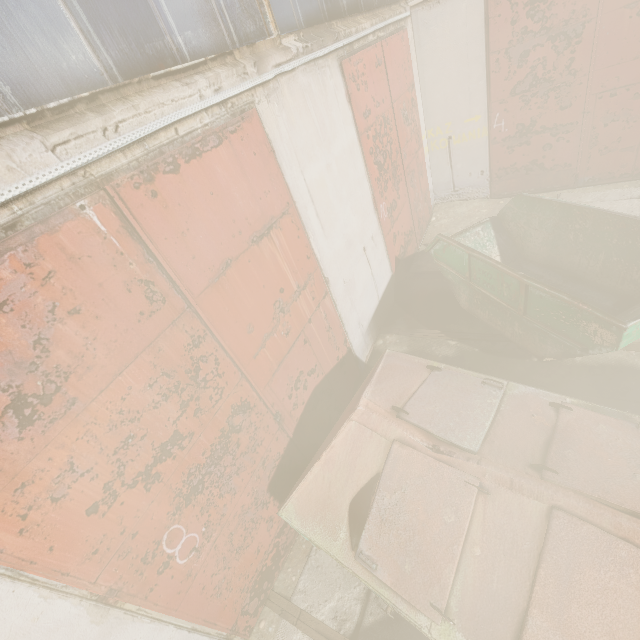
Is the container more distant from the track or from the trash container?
the track

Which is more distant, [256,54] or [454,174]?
[454,174]

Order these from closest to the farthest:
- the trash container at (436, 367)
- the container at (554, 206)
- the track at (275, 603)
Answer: the trash container at (436, 367) < the track at (275, 603) < the container at (554, 206)

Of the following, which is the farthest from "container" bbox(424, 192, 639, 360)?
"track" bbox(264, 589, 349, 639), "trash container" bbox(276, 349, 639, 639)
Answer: "track" bbox(264, 589, 349, 639)

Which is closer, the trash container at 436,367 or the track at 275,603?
the trash container at 436,367

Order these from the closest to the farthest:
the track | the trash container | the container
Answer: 1. the trash container
2. the track
3. the container

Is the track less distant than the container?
Yes
